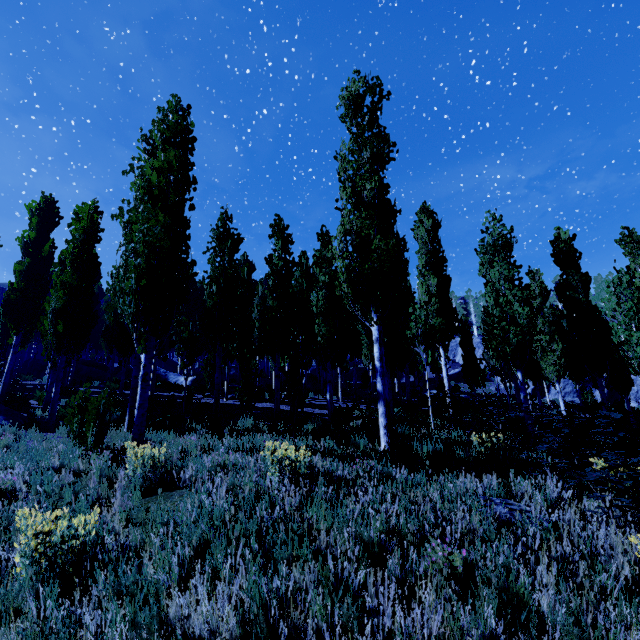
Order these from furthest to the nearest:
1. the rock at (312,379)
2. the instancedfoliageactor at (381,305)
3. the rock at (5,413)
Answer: the rock at (312,379) < the rock at (5,413) < the instancedfoliageactor at (381,305)

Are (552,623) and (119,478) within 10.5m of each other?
yes

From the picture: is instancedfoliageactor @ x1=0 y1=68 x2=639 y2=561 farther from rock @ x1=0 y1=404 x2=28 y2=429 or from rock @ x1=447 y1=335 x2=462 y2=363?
rock @ x1=0 y1=404 x2=28 y2=429

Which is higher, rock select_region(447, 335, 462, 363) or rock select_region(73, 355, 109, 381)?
rock select_region(447, 335, 462, 363)

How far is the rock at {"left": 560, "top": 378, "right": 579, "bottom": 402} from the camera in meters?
34.1

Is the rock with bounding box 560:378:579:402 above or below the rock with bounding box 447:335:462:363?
below

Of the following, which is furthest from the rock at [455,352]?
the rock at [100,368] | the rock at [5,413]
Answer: the rock at [5,413]

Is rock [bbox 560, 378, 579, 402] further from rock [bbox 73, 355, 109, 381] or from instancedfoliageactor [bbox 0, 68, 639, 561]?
rock [bbox 73, 355, 109, 381]
